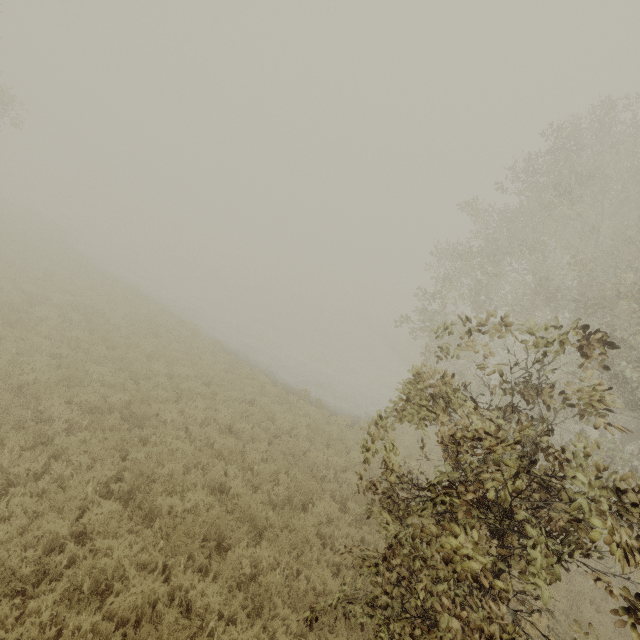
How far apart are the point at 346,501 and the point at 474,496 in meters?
7.0 m
